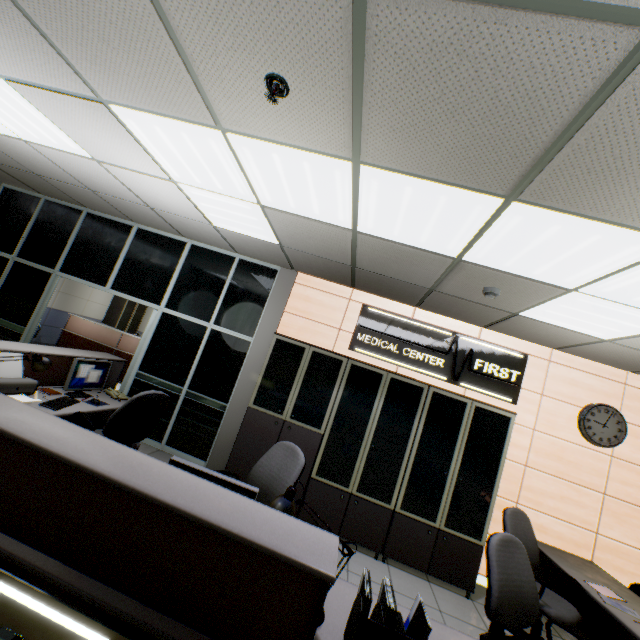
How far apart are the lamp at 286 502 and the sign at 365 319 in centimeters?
314cm

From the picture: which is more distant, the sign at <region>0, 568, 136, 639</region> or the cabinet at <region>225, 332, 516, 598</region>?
the cabinet at <region>225, 332, 516, 598</region>

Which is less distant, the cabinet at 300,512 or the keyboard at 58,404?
the keyboard at 58,404

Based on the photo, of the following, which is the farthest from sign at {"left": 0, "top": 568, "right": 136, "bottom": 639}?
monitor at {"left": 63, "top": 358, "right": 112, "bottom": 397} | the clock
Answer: the clock

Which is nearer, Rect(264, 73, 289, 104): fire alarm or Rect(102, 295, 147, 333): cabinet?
Rect(264, 73, 289, 104): fire alarm

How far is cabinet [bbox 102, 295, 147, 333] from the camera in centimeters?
1066cm

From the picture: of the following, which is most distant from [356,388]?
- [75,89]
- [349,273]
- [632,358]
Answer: [75,89]

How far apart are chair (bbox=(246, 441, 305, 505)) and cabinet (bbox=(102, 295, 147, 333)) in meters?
9.8 m
